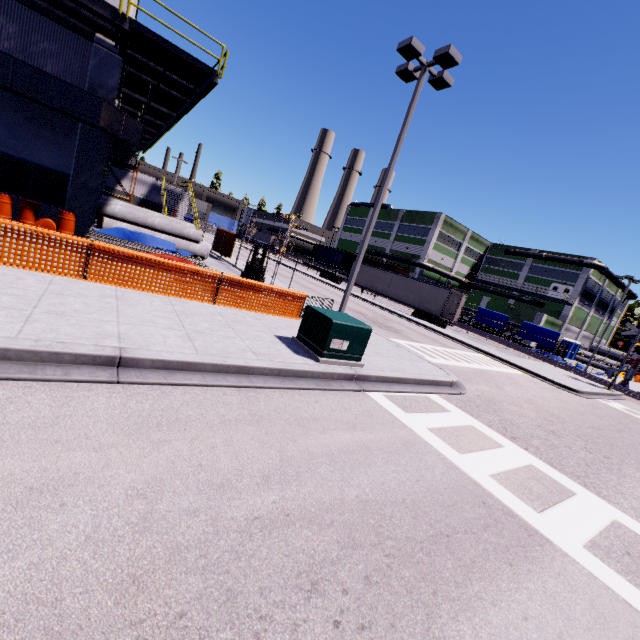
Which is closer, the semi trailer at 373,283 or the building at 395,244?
the semi trailer at 373,283

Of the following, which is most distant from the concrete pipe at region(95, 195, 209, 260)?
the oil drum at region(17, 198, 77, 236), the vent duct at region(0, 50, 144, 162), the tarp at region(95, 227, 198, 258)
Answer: the oil drum at region(17, 198, 77, 236)

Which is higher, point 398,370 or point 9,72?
point 9,72

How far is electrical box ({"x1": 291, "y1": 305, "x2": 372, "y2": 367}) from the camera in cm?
778

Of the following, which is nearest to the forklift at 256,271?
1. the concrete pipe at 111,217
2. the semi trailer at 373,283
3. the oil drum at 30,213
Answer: the concrete pipe at 111,217

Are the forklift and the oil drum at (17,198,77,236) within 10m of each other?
yes

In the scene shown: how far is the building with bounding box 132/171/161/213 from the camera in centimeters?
3431cm

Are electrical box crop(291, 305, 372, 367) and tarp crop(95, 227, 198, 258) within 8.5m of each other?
no
